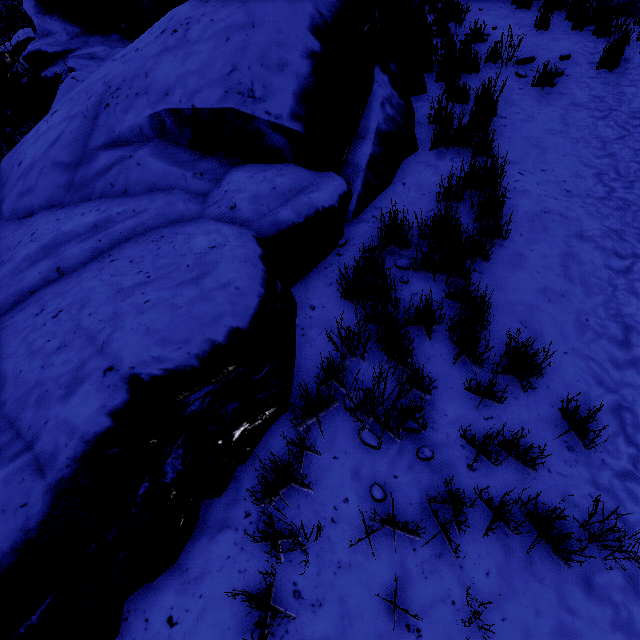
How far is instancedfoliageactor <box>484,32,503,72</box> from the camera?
5.4m

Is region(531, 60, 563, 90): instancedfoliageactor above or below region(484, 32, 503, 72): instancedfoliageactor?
below

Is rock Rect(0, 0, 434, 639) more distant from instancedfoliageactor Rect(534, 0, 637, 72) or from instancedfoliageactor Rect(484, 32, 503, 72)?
instancedfoliageactor Rect(534, 0, 637, 72)

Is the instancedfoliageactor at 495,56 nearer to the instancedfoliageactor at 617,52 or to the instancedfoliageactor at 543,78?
the instancedfoliageactor at 543,78

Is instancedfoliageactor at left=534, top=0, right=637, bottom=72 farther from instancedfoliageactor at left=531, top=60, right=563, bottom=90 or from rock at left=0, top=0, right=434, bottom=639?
rock at left=0, top=0, right=434, bottom=639

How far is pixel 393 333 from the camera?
A: 2.5m

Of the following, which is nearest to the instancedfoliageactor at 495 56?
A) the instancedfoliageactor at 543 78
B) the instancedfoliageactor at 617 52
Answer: the instancedfoliageactor at 543 78

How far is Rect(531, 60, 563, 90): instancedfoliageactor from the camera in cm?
496
